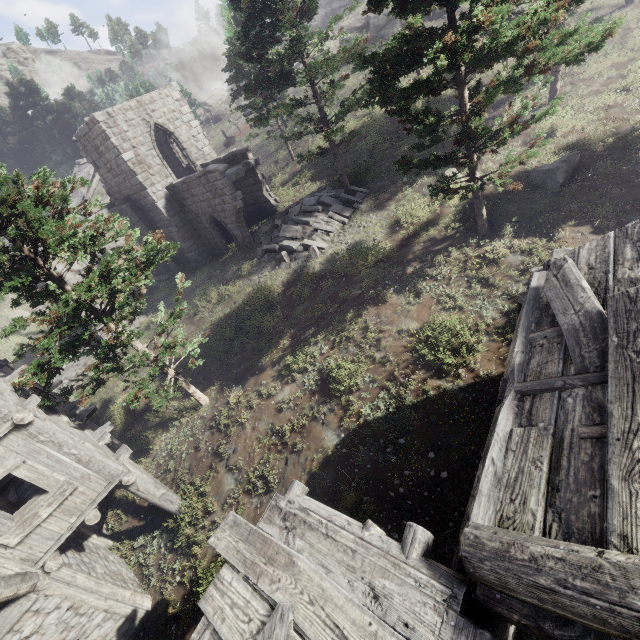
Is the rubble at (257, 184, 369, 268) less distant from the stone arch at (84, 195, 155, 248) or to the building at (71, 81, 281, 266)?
the building at (71, 81, 281, 266)

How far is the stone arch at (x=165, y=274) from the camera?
23.0m

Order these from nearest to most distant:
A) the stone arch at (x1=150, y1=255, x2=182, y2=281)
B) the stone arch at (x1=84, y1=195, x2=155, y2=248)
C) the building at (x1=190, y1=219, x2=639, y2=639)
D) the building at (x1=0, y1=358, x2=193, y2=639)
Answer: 1. the building at (x1=190, y1=219, x2=639, y2=639)
2. the building at (x1=0, y1=358, x2=193, y2=639)
3. the stone arch at (x1=84, y1=195, x2=155, y2=248)
4. the stone arch at (x1=150, y1=255, x2=182, y2=281)

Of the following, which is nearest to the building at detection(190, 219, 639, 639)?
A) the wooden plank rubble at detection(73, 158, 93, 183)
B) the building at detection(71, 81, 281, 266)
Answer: the building at detection(71, 81, 281, 266)

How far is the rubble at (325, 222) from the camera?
15.9 meters

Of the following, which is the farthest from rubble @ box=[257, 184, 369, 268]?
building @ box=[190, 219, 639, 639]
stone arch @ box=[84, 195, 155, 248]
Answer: building @ box=[190, 219, 639, 639]

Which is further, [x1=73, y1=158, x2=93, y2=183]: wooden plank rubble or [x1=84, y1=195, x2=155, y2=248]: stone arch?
[x1=73, y1=158, x2=93, y2=183]: wooden plank rubble

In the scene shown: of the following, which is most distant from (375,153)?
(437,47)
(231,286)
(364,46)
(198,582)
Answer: (364,46)
